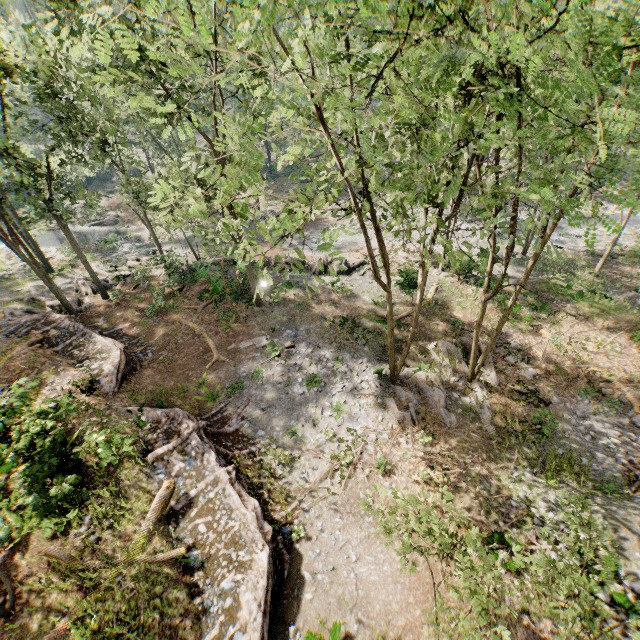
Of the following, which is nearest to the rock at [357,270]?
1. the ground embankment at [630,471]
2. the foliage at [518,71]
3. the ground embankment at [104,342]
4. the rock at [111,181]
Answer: the foliage at [518,71]

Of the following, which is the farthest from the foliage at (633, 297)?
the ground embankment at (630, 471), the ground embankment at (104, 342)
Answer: the ground embankment at (630, 471)

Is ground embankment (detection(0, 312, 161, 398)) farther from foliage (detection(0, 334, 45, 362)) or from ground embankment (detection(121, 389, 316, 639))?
ground embankment (detection(121, 389, 316, 639))

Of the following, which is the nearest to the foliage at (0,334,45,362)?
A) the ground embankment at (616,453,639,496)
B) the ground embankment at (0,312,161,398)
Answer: the ground embankment at (0,312,161,398)

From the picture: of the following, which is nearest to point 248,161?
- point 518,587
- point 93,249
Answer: point 93,249

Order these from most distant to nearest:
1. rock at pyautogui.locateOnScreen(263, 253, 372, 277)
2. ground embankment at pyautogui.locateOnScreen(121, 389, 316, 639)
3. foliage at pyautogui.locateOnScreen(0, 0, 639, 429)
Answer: rock at pyautogui.locateOnScreen(263, 253, 372, 277) → ground embankment at pyautogui.locateOnScreen(121, 389, 316, 639) → foliage at pyautogui.locateOnScreen(0, 0, 639, 429)

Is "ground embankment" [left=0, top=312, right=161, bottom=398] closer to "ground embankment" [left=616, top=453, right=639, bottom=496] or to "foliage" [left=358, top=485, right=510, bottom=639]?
"foliage" [left=358, top=485, right=510, bottom=639]

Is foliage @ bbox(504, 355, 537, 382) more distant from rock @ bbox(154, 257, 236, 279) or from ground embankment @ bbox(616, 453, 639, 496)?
ground embankment @ bbox(616, 453, 639, 496)
